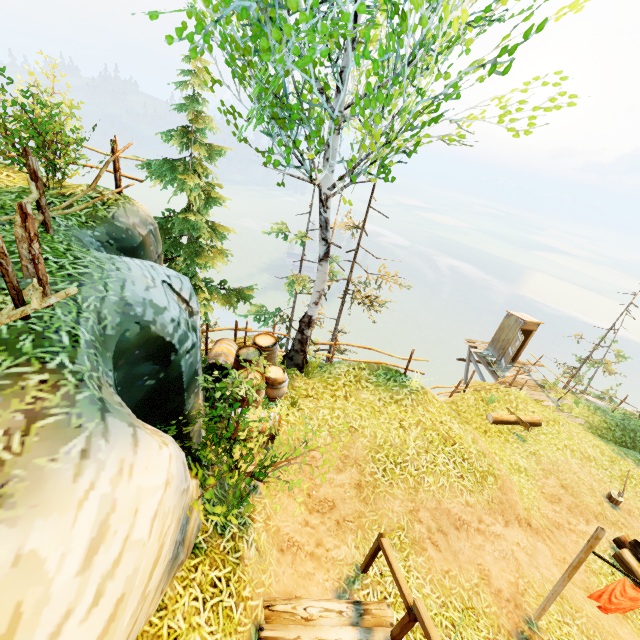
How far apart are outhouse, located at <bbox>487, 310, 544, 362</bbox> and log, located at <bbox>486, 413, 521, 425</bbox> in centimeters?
568cm

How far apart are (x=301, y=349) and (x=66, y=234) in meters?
5.6

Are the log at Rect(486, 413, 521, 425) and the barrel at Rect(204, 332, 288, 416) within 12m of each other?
yes

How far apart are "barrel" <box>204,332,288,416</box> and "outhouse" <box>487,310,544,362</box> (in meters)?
13.94

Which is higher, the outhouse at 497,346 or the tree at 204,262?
the tree at 204,262

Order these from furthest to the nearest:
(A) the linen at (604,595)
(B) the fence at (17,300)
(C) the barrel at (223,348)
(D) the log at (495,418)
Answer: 1. (D) the log at (495,418)
2. (C) the barrel at (223,348)
3. (A) the linen at (604,595)
4. (B) the fence at (17,300)

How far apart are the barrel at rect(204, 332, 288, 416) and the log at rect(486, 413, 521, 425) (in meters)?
8.36

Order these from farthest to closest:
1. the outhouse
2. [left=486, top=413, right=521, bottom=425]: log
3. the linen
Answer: the outhouse → [left=486, top=413, right=521, bottom=425]: log → the linen
